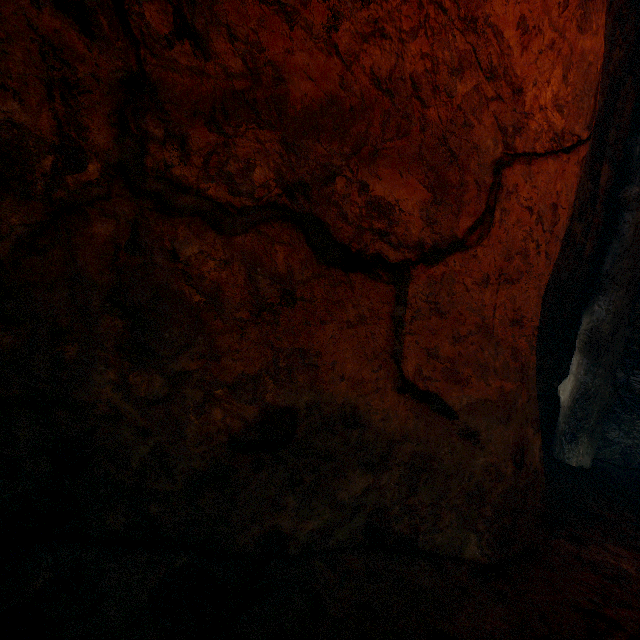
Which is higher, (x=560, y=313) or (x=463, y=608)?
(x=560, y=313)
